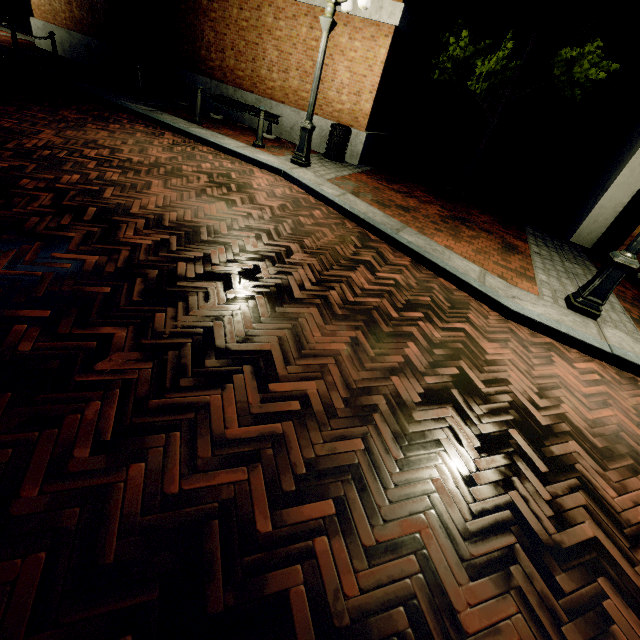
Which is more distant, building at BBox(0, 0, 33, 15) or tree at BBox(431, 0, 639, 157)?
Answer: building at BBox(0, 0, 33, 15)

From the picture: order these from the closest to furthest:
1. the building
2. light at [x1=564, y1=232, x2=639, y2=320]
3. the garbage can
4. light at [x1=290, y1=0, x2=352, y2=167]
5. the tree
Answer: light at [x1=564, y1=232, x2=639, y2=320]
light at [x1=290, y1=0, x2=352, y2=167]
the tree
the garbage can
the building

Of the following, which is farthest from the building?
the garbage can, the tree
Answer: the garbage can

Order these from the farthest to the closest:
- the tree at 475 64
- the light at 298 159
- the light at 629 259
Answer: the tree at 475 64, the light at 298 159, the light at 629 259

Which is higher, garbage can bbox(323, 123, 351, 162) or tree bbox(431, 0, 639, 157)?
tree bbox(431, 0, 639, 157)

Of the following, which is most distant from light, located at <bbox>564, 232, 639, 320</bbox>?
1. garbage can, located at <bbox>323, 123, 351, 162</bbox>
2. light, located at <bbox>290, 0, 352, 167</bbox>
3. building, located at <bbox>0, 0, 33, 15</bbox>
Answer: building, located at <bbox>0, 0, 33, 15</bbox>

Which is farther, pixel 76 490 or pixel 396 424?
pixel 396 424

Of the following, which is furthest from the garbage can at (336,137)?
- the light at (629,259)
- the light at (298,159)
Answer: the light at (629,259)
